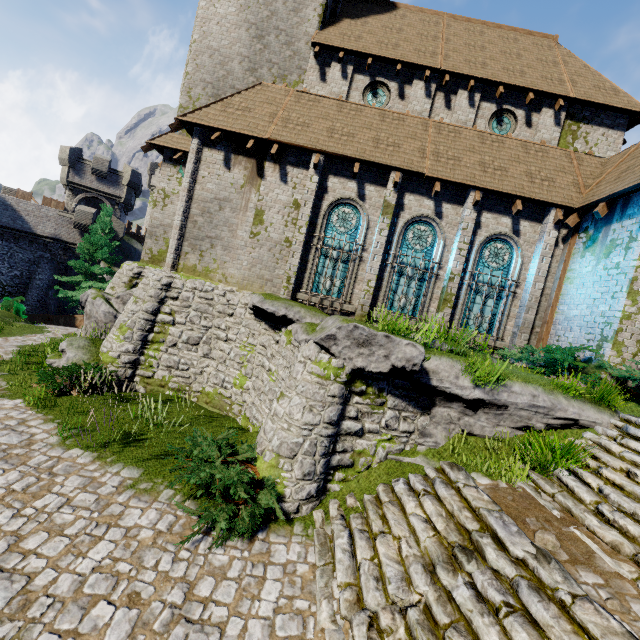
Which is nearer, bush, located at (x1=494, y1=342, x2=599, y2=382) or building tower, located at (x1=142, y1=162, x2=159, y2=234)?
bush, located at (x1=494, y1=342, x2=599, y2=382)

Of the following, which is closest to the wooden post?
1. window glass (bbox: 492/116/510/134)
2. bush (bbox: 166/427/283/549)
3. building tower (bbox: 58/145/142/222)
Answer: window glass (bbox: 492/116/510/134)

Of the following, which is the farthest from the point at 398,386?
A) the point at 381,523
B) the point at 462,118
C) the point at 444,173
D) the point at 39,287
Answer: the point at 39,287

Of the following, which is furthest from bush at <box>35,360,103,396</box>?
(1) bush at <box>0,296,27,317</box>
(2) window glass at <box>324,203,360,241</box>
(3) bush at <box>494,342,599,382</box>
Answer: (1) bush at <box>0,296,27,317</box>

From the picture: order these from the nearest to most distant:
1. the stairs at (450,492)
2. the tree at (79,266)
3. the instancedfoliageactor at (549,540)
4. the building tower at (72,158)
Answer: the stairs at (450,492) < the instancedfoliageactor at (549,540) < the tree at (79,266) < the building tower at (72,158)

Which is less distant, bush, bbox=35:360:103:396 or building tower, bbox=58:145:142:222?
bush, bbox=35:360:103:396

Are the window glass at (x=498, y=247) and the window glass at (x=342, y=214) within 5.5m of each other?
yes

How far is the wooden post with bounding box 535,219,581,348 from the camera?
11.8m
